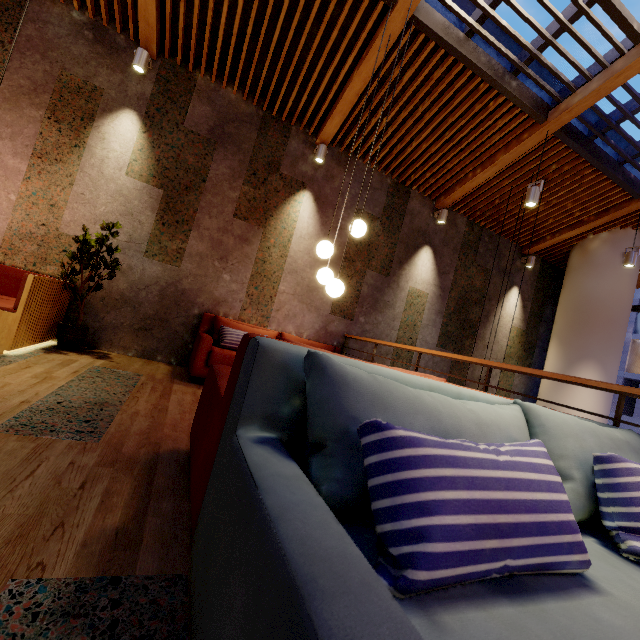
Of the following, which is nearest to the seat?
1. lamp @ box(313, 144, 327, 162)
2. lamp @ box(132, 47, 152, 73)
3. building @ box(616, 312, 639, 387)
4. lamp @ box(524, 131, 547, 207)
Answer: lamp @ box(132, 47, 152, 73)

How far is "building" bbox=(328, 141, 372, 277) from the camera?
5.7m

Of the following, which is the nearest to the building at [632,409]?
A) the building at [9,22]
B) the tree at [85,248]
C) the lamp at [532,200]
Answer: the building at [9,22]

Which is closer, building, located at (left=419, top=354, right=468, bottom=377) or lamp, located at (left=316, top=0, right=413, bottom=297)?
lamp, located at (left=316, top=0, right=413, bottom=297)

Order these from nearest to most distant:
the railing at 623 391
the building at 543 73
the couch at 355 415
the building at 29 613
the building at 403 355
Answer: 1. the couch at 355 415
2. the building at 29 613
3. the railing at 623 391
4. the building at 543 73
5. the building at 403 355

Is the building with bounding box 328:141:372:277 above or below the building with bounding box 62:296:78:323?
above

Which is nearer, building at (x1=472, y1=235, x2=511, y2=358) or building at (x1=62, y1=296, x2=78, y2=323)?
building at (x1=62, y1=296, x2=78, y2=323)

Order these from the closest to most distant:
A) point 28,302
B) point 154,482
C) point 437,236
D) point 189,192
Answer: point 154,482
point 28,302
point 189,192
point 437,236
